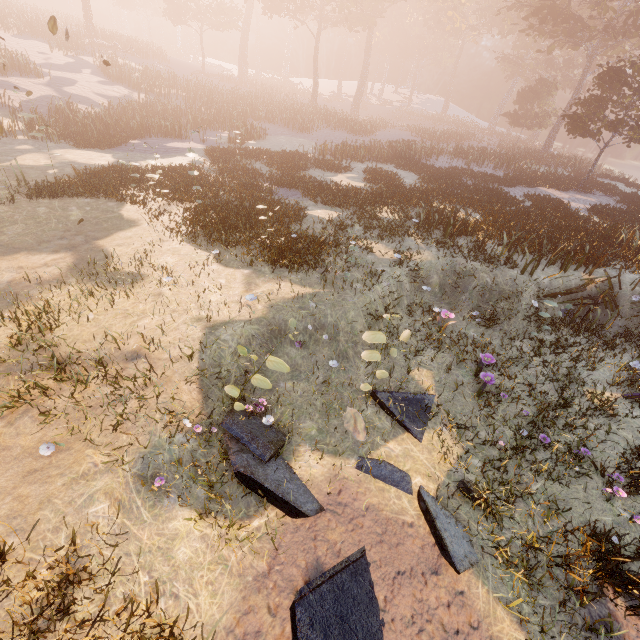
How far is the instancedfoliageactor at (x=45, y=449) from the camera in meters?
4.9 m

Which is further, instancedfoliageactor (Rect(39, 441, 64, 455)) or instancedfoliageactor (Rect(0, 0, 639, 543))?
instancedfoliageactor (Rect(0, 0, 639, 543))

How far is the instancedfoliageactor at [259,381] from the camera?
5.5 meters

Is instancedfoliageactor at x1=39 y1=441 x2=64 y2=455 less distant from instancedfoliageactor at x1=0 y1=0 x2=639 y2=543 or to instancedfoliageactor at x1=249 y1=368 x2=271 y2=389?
instancedfoliageactor at x1=249 y1=368 x2=271 y2=389

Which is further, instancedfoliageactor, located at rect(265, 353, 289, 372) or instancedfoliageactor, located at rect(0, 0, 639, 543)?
instancedfoliageactor, located at rect(0, 0, 639, 543)

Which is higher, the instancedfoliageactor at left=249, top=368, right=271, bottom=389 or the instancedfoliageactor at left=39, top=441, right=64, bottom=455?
the instancedfoliageactor at left=249, top=368, right=271, bottom=389

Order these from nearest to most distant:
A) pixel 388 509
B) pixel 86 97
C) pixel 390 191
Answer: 1. pixel 388 509
2. pixel 390 191
3. pixel 86 97

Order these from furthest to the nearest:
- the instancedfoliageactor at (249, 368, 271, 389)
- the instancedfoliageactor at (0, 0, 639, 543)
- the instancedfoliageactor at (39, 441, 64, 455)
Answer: the instancedfoliageactor at (0, 0, 639, 543) → the instancedfoliageactor at (249, 368, 271, 389) → the instancedfoliageactor at (39, 441, 64, 455)
